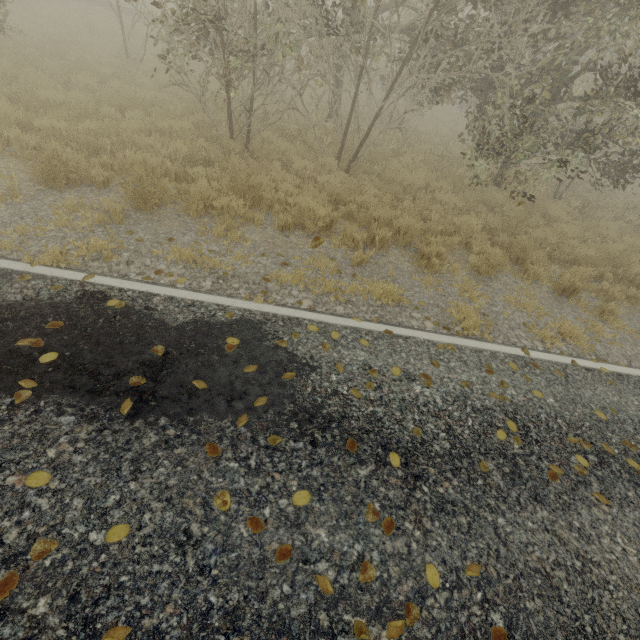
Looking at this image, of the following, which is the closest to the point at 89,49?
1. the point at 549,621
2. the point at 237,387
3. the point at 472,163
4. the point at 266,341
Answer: the point at 472,163
